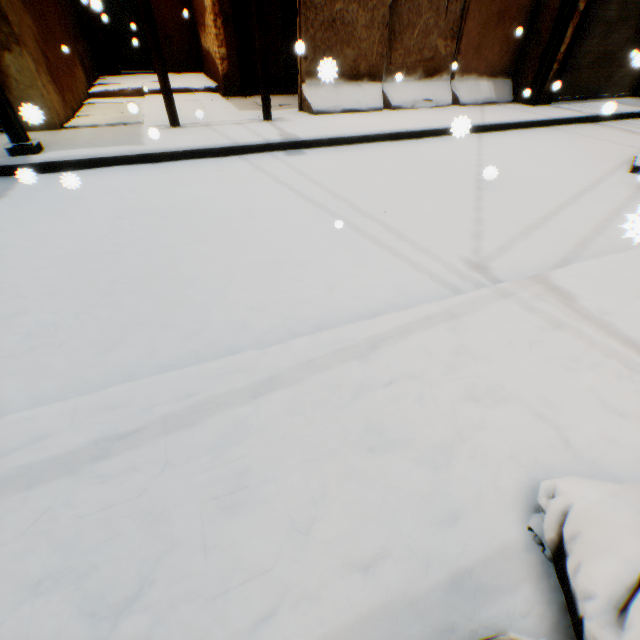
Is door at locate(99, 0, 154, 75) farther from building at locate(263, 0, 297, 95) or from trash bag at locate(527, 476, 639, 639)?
trash bag at locate(527, 476, 639, 639)

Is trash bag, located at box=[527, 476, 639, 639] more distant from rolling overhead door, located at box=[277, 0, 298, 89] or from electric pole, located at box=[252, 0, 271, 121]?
electric pole, located at box=[252, 0, 271, 121]

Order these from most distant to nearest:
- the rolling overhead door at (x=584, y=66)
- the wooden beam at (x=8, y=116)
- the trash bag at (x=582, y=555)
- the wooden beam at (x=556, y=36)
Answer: the rolling overhead door at (x=584, y=66) < the wooden beam at (x=556, y=36) < the wooden beam at (x=8, y=116) < the trash bag at (x=582, y=555)

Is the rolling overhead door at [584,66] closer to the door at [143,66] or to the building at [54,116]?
the building at [54,116]

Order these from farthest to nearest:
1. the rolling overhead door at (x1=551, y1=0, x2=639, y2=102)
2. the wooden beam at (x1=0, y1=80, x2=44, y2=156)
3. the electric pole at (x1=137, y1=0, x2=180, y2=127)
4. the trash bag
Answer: the rolling overhead door at (x1=551, y1=0, x2=639, y2=102), the electric pole at (x1=137, y1=0, x2=180, y2=127), the wooden beam at (x1=0, y1=80, x2=44, y2=156), the trash bag

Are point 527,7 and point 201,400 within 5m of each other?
no

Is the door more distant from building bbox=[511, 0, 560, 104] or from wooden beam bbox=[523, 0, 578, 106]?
wooden beam bbox=[523, 0, 578, 106]
